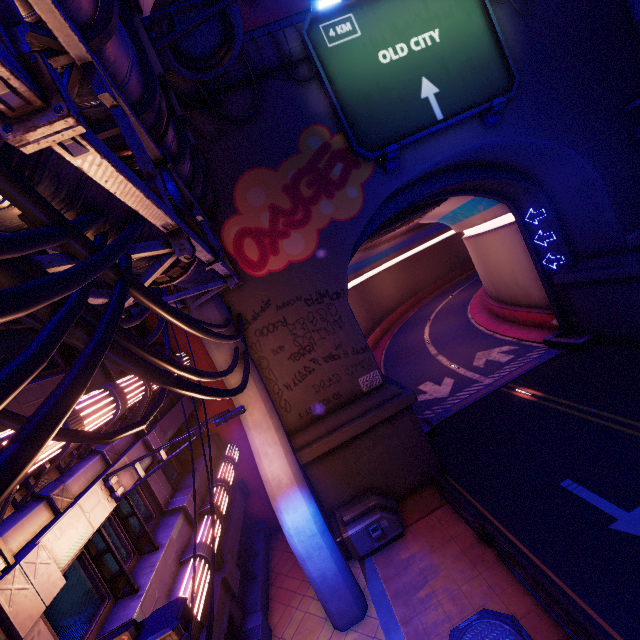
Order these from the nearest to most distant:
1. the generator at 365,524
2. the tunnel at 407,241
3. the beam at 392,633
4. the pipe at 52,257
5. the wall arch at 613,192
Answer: the pipe at 52,257
the beam at 392,633
the generator at 365,524
the wall arch at 613,192
the tunnel at 407,241

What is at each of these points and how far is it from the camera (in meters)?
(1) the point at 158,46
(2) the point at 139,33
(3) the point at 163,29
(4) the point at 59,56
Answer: (1) street light, 6.56
(2) walkway, 6.08
(3) building, 8.37
(4) walkway, 3.89

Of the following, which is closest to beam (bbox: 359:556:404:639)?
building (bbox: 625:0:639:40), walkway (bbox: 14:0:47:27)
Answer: walkway (bbox: 14:0:47:27)

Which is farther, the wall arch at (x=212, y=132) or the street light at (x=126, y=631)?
the wall arch at (x=212, y=132)

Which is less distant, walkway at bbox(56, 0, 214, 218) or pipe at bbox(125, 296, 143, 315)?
walkway at bbox(56, 0, 214, 218)

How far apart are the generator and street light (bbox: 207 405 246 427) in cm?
701

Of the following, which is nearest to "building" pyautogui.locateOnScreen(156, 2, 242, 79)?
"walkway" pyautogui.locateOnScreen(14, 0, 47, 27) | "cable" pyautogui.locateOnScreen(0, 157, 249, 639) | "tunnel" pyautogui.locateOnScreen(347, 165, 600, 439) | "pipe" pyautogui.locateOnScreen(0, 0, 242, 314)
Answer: "walkway" pyautogui.locateOnScreen(14, 0, 47, 27)

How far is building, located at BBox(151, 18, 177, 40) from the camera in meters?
8.3
